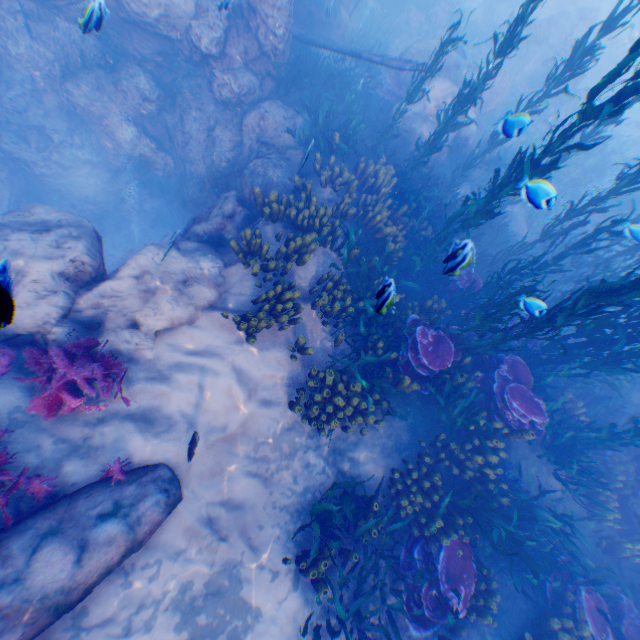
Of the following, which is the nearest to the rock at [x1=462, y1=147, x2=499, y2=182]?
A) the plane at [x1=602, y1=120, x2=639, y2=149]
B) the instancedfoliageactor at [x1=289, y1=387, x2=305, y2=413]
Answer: the plane at [x1=602, y1=120, x2=639, y2=149]

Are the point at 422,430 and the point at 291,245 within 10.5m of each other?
yes

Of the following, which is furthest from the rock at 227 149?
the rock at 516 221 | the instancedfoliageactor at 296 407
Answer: the instancedfoliageactor at 296 407

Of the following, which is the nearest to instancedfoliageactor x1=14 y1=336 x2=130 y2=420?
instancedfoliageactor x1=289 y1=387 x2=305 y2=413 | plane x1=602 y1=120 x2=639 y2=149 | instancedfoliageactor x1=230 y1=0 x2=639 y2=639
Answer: instancedfoliageactor x1=230 y1=0 x2=639 y2=639

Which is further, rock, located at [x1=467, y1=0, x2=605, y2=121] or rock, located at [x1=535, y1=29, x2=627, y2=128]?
rock, located at [x1=535, y1=29, x2=627, y2=128]

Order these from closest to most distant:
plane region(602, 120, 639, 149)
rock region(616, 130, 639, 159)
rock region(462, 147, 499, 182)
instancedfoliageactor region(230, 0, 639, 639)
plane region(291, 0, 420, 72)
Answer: instancedfoliageactor region(230, 0, 639, 639), plane region(291, 0, 420, 72), rock region(462, 147, 499, 182), rock region(616, 130, 639, 159), plane region(602, 120, 639, 149)

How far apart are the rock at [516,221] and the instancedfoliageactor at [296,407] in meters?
12.1

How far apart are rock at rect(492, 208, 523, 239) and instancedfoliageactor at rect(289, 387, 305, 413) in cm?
1205
